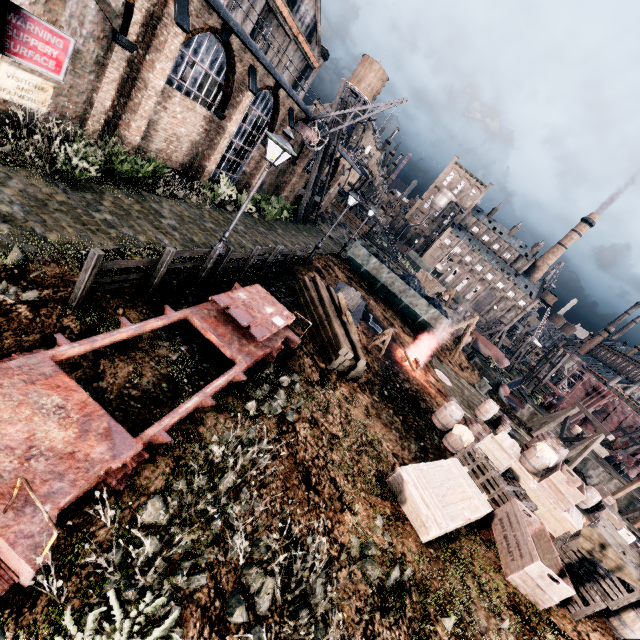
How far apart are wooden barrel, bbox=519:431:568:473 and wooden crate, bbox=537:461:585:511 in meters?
0.2

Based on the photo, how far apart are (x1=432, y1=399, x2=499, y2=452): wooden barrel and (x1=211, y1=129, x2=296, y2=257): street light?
12.84m

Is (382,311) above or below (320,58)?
below

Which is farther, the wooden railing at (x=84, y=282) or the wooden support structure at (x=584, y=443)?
the wooden support structure at (x=584, y=443)

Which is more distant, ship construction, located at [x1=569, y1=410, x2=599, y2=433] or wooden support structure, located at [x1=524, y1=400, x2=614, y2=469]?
ship construction, located at [x1=569, y1=410, x2=599, y2=433]

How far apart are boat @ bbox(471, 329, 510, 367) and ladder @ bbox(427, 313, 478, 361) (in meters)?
16.25

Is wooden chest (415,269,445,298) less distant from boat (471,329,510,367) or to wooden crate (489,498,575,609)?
boat (471,329,510,367)

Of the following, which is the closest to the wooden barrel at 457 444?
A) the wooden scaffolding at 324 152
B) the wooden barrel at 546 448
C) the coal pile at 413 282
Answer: the wooden barrel at 546 448
